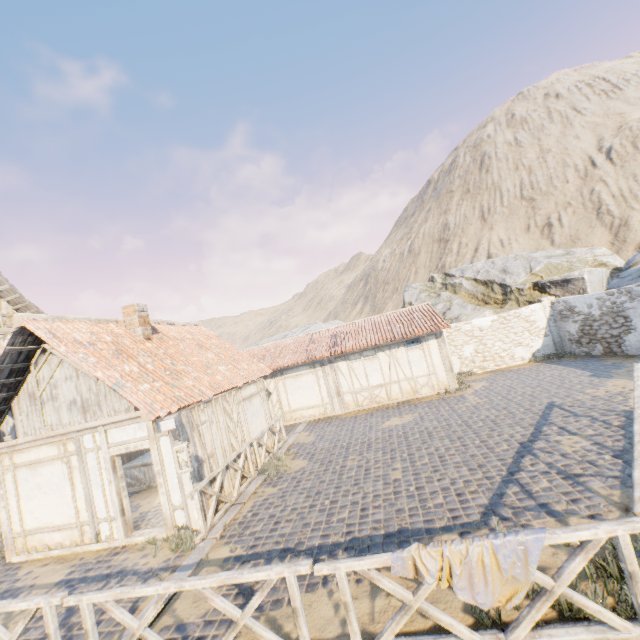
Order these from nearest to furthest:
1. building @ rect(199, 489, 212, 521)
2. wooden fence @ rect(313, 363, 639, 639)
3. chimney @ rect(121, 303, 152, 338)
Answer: wooden fence @ rect(313, 363, 639, 639), building @ rect(199, 489, 212, 521), chimney @ rect(121, 303, 152, 338)

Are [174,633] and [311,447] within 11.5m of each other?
yes

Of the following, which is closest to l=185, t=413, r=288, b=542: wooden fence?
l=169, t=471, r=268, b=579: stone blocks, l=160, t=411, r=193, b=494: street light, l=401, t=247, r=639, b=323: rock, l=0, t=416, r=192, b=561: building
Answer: l=169, t=471, r=268, b=579: stone blocks

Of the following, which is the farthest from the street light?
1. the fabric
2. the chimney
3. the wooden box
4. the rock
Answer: the rock

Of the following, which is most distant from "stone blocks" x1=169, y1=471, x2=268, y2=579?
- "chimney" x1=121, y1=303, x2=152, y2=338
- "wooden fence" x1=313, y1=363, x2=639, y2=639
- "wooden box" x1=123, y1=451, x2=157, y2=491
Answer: "chimney" x1=121, y1=303, x2=152, y2=338

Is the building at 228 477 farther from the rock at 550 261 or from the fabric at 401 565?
the rock at 550 261

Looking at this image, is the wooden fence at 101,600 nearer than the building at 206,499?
Yes

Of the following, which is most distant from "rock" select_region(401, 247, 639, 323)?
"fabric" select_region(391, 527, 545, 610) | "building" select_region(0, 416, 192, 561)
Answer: "fabric" select_region(391, 527, 545, 610)
